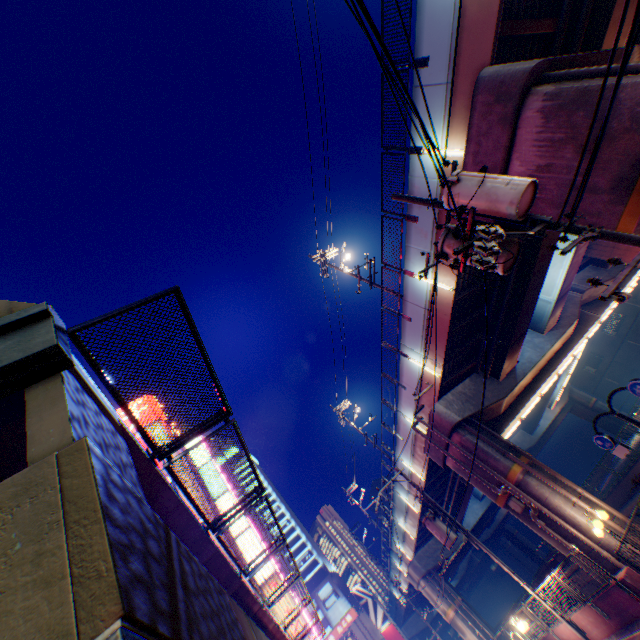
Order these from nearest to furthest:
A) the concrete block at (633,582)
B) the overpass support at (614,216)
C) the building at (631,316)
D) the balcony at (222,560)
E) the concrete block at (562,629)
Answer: the balcony at (222,560), the overpass support at (614,216), the concrete block at (633,582), the concrete block at (562,629), the building at (631,316)

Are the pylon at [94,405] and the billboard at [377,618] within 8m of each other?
no

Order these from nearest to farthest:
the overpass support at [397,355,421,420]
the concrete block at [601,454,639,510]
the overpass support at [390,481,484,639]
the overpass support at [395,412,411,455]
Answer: the overpass support at [397,355,421,420], the concrete block at [601,454,639,510], the overpass support at [395,412,411,455], the overpass support at [390,481,484,639]

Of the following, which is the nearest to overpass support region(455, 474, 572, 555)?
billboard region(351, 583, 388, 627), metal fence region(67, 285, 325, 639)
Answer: metal fence region(67, 285, 325, 639)

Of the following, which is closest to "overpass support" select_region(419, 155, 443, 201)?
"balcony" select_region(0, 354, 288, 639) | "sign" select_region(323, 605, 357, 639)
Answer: "sign" select_region(323, 605, 357, 639)

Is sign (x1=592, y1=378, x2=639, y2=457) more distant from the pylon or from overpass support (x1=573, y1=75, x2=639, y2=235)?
overpass support (x1=573, y1=75, x2=639, y2=235)

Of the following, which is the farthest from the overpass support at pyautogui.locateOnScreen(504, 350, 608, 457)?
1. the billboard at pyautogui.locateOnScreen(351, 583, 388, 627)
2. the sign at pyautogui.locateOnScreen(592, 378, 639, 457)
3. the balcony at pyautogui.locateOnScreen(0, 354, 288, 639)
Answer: the balcony at pyautogui.locateOnScreen(0, 354, 288, 639)

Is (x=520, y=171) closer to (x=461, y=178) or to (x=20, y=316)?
(x=461, y=178)
